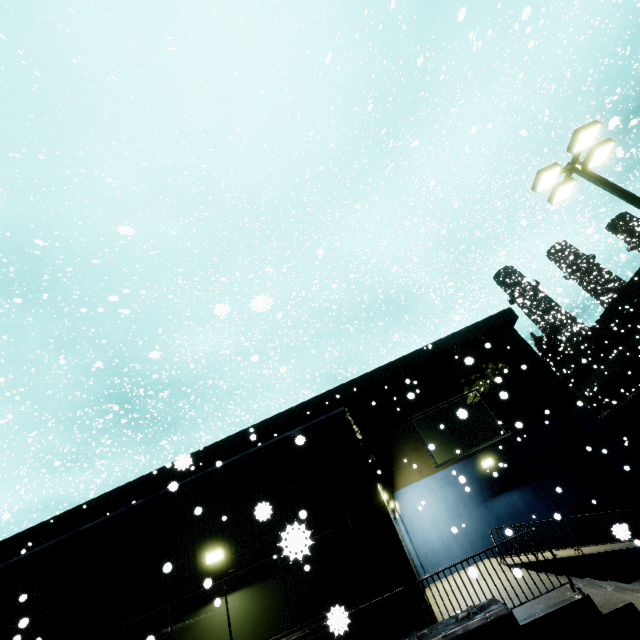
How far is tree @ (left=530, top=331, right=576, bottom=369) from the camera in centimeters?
3594cm

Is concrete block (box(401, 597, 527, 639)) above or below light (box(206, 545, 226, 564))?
below

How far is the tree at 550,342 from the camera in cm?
3594

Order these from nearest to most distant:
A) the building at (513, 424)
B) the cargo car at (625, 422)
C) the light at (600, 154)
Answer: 1. the building at (513, 424)
2. the light at (600, 154)
3. the cargo car at (625, 422)

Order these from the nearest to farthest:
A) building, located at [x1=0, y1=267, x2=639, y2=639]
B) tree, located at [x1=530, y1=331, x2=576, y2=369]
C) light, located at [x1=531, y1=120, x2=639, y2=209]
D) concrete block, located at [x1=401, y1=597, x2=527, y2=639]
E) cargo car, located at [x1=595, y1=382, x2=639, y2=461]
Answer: concrete block, located at [x1=401, y1=597, x2=527, y2=639] → building, located at [x1=0, y1=267, x2=639, y2=639] → light, located at [x1=531, y1=120, x2=639, y2=209] → cargo car, located at [x1=595, y1=382, x2=639, y2=461] → tree, located at [x1=530, y1=331, x2=576, y2=369]

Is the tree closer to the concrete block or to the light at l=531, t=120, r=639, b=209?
the light at l=531, t=120, r=639, b=209

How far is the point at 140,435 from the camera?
19.5 meters

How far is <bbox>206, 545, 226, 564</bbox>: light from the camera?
8.1 meters
